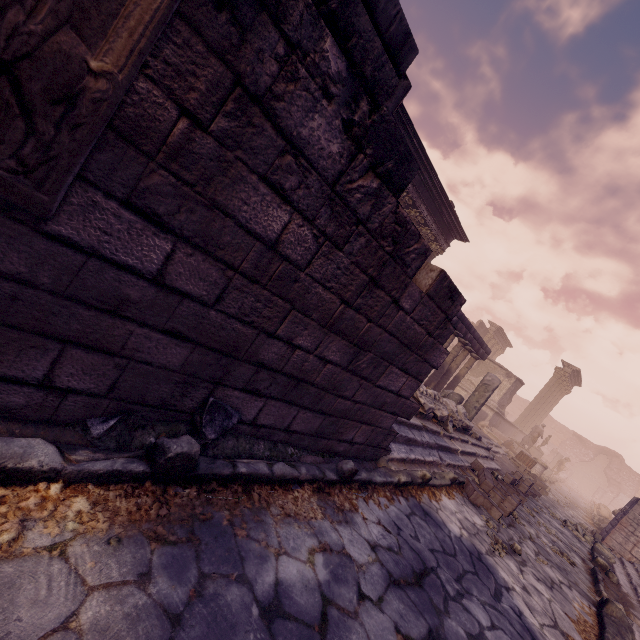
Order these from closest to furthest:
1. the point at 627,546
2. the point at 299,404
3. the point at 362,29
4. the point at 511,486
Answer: the point at 362,29, the point at 299,404, the point at 511,486, the point at 627,546

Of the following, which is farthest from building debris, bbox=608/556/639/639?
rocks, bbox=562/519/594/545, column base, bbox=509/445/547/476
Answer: column base, bbox=509/445/547/476

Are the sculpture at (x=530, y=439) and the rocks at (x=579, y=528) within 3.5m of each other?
no

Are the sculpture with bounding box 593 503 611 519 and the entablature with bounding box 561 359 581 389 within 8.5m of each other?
no

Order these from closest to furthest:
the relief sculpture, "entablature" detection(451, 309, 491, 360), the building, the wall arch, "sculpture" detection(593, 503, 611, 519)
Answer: the relief sculpture, "entablature" detection(451, 309, 491, 360), the building, "sculpture" detection(593, 503, 611, 519), the wall arch

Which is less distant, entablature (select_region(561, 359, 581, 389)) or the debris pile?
the debris pile

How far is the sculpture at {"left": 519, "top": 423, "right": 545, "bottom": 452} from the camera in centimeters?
1851cm

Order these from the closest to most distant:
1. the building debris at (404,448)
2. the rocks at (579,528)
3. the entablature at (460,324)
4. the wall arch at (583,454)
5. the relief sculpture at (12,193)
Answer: the relief sculpture at (12,193) → the building debris at (404,448) → the rocks at (579,528) → the entablature at (460,324) → the wall arch at (583,454)
